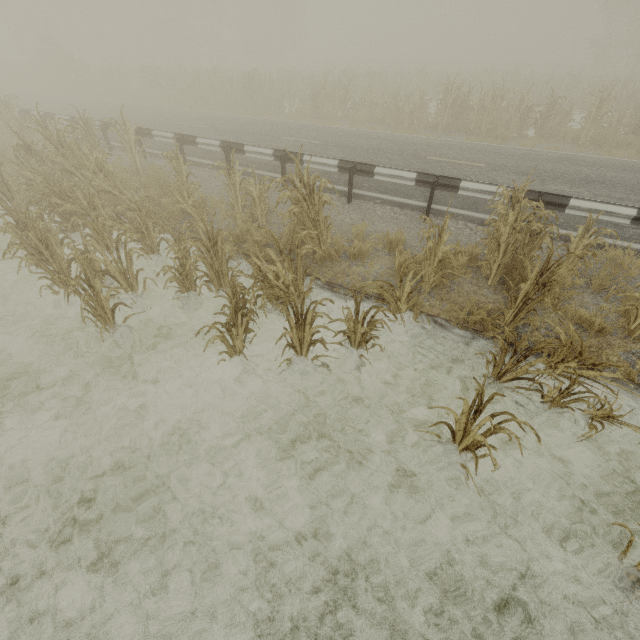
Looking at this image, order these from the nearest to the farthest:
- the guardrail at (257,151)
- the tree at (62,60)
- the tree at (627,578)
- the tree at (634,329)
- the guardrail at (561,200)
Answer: the tree at (627,578)
the tree at (634,329)
the guardrail at (561,200)
the guardrail at (257,151)
the tree at (62,60)

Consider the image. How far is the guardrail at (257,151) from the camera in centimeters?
870cm

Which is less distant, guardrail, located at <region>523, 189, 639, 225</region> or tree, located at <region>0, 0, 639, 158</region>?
guardrail, located at <region>523, 189, 639, 225</region>

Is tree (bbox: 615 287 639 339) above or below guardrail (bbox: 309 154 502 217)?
below

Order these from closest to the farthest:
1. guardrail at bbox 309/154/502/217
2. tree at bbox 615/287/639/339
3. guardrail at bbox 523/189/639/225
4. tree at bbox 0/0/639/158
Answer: tree at bbox 615/287/639/339 < guardrail at bbox 523/189/639/225 < guardrail at bbox 309/154/502/217 < tree at bbox 0/0/639/158

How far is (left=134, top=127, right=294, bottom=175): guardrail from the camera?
8.7m

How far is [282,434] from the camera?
4.3m
